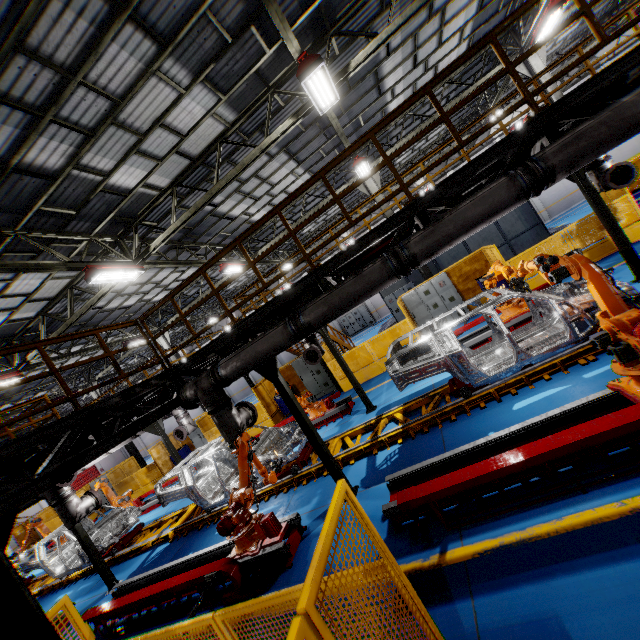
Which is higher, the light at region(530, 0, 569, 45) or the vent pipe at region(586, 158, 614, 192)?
the light at region(530, 0, 569, 45)

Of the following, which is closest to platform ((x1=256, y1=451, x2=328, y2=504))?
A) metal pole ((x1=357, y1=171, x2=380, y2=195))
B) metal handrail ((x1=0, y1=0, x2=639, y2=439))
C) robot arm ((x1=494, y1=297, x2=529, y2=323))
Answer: robot arm ((x1=494, y1=297, x2=529, y2=323))

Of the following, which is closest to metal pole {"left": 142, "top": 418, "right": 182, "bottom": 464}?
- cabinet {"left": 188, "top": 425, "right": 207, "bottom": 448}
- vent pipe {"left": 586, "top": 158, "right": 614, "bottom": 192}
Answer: cabinet {"left": 188, "top": 425, "right": 207, "bottom": 448}

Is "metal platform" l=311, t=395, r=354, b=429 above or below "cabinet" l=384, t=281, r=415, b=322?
below

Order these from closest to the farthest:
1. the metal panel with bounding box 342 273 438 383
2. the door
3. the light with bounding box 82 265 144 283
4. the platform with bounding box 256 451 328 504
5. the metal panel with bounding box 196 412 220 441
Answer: the platform with bounding box 256 451 328 504
the light with bounding box 82 265 144 283
the metal panel with bounding box 342 273 438 383
the metal panel with bounding box 196 412 220 441
the door

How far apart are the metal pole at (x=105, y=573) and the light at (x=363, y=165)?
14.2 meters

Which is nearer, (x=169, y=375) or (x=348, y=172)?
(x=169, y=375)

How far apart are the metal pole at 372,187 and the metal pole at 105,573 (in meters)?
14.99
